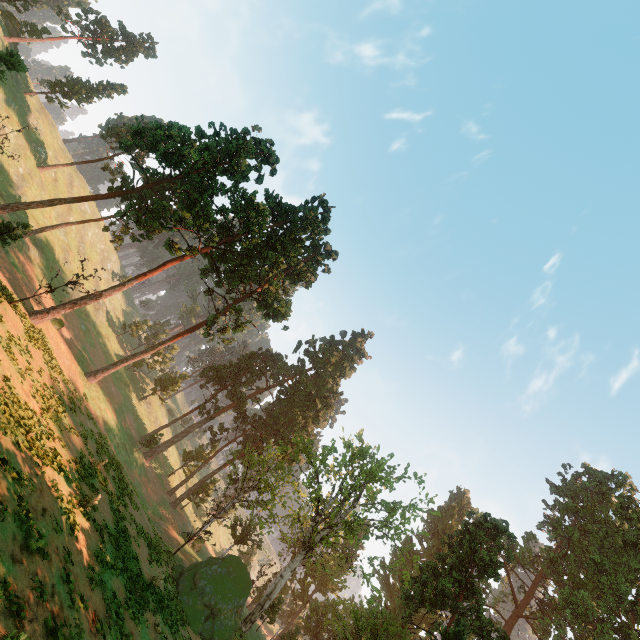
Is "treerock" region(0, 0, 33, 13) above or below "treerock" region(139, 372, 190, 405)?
above

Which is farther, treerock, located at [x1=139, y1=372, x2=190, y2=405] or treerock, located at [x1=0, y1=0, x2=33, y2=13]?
treerock, located at [x1=139, y1=372, x2=190, y2=405]

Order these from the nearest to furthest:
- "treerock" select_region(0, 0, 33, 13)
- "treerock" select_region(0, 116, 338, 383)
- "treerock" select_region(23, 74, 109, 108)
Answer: "treerock" select_region(0, 116, 338, 383)
"treerock" select_region(0, 0, 33, 13)
"treerock" select_region(23, 74, 109, 108)

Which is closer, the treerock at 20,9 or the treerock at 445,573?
the treerock at 445,573

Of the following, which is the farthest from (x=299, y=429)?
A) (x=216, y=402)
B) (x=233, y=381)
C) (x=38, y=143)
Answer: (x=38, y=143)
